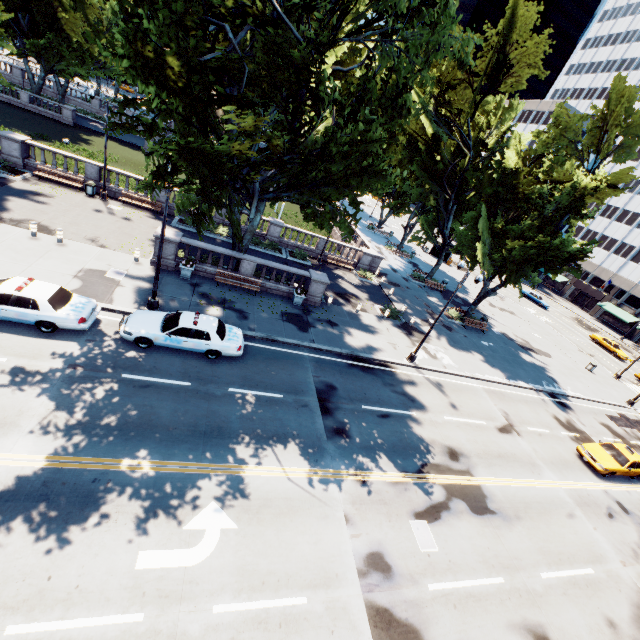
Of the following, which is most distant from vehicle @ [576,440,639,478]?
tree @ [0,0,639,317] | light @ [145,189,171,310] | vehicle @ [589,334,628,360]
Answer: vehicle @ [589,334,628,360]

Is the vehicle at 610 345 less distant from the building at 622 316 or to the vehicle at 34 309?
the building at 622 316

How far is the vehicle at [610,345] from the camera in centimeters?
4466cm

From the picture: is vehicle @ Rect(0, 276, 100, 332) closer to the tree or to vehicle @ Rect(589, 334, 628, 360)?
the tree

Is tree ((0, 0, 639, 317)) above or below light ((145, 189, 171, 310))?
above

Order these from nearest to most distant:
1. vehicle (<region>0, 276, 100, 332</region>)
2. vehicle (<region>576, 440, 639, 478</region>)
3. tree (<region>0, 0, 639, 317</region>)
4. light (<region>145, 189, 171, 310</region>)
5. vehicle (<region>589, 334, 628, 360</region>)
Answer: tree (<region>0, 0, 639, 317</region>) → vehicle (<region>0, 276, 100, 332</region>) → light (<region>145, 189, 171, 310</region>) → vehicle (<region>576, 440, 639, 478</region>) → vehicle (<region>589, 334, 628, 360</region>)

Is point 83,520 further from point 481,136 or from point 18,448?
point 481,136

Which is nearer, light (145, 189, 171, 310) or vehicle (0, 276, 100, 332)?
vehicle (0, 276, 100, 332)
